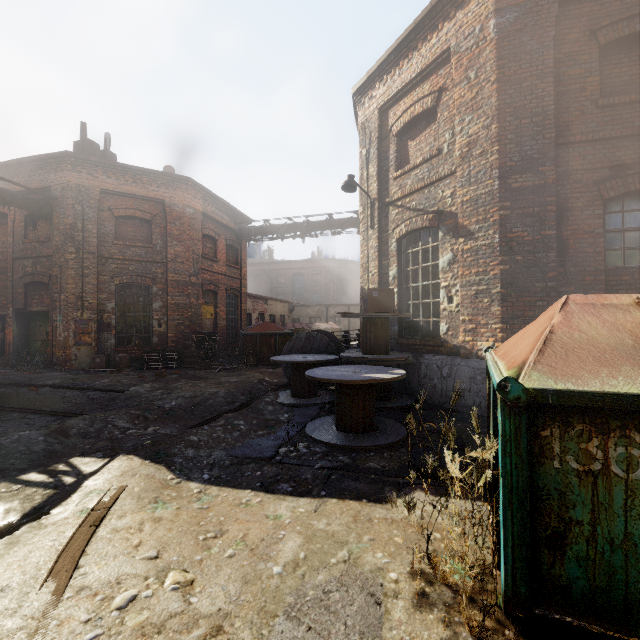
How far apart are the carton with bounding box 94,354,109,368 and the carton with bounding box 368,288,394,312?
10.05m

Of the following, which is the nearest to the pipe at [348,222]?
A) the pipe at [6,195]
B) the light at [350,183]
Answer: the light at [350,183]

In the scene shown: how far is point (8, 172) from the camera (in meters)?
12.49

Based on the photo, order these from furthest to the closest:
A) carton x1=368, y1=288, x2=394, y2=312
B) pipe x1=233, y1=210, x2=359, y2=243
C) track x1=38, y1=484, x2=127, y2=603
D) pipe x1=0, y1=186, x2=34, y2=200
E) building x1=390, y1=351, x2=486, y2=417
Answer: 1. pipe x1=233, y1=210, x2=359, y2=243
2. pipe x1=0, y1=186, x2=34, y2=200
3. carton x1=368, y1=288, x2=394, y2=312
4. building x1=390, y1=351, x2=486, y2=417
5. track x1=38, y1=484, x2=127, y2=603

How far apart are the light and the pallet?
8.0 meters

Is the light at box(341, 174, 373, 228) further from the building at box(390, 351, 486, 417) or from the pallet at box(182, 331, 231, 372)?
the pallet at box(182, 331, 231, 372)

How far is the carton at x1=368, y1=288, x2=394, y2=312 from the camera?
6.40m

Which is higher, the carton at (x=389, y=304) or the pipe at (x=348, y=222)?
the pipe at (x=348, y=222)
